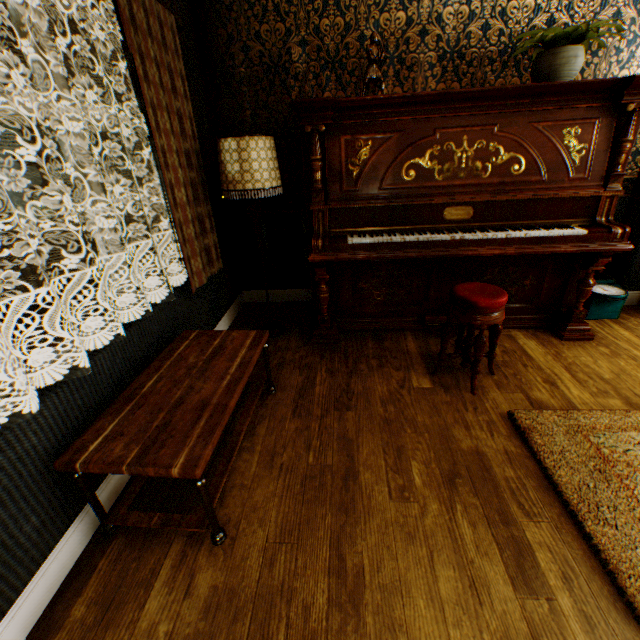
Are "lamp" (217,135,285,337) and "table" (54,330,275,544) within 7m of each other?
yes

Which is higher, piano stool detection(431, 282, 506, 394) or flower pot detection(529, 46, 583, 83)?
flower pot detection(529, 46, 583, 83)

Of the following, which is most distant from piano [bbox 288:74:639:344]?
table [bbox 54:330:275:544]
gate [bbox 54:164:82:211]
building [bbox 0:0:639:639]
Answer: gate [bbox 54:164:82:211]

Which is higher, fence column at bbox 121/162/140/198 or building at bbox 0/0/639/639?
fence column at bbox 121/162/140/198

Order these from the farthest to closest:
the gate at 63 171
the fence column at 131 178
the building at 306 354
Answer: the fence column at 131 178 < the gate at 63 171 < the building at 306 354

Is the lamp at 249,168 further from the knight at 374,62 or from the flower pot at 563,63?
the flower pot at 563,63

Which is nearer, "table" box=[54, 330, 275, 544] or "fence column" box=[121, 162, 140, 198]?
"table" box=[54, 330, 275, 544]

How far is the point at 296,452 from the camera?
2.0m
